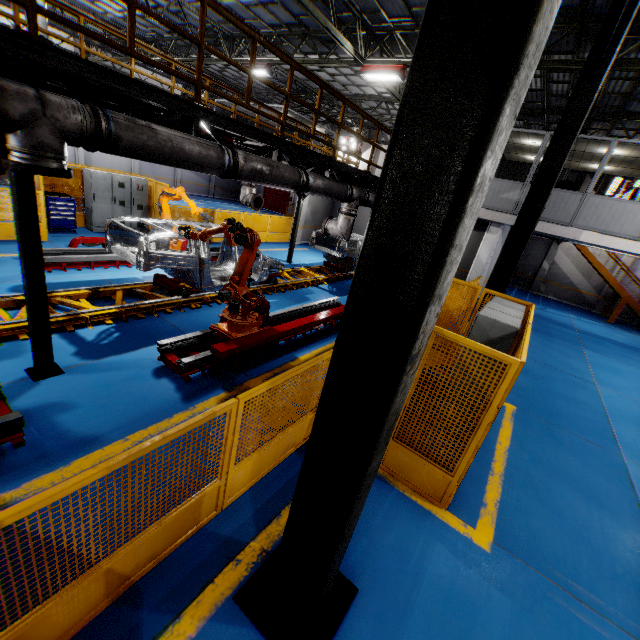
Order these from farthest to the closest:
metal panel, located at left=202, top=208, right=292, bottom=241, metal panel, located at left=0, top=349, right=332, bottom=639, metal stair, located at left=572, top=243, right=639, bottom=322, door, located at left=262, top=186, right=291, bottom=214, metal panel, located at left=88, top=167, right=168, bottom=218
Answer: door, located at left=262, top=186, right=291, bottom=214 → metal stair, located at left=572, top=243, right=639, bottom=322 → metal panel, located at left=202, top=208, right=292, bottom=241 → metal panel, located at left=88, top=167, right=168, bottom=218 → metal panel, located at left=0, top=349, right=332, bottom=639

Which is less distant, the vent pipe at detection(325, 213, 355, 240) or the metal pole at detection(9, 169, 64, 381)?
the metal pole at detection(9, 169, 64, 381)

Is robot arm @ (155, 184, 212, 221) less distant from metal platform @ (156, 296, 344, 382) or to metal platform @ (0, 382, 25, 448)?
metal platform @ (0, 382, 25, 448)

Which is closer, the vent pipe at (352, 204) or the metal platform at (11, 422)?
the metal platform at (11, 422)

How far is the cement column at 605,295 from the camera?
20.8m

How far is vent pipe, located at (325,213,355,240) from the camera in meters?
9.1

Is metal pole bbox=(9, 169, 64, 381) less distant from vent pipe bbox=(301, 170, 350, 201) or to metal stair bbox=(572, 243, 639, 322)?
vent pipe bbox=(301, 170, 350, 201)

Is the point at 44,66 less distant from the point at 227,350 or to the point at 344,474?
the point at 227,350
